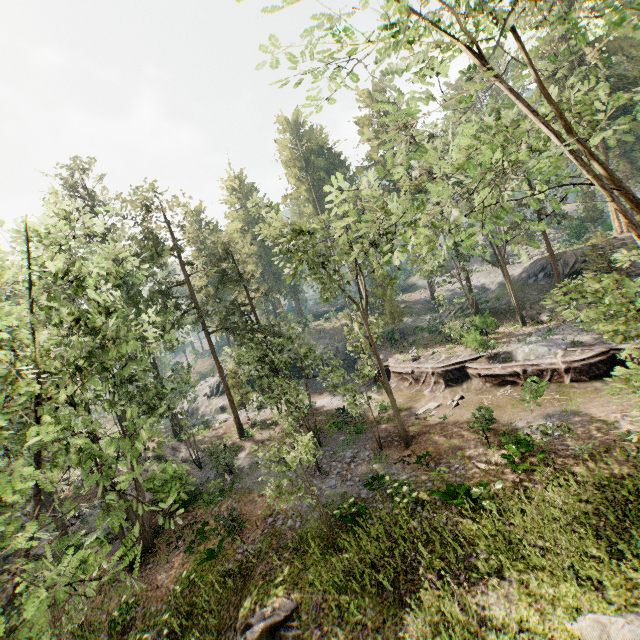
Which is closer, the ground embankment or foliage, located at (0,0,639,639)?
foliage, located at (0,0,639,639)

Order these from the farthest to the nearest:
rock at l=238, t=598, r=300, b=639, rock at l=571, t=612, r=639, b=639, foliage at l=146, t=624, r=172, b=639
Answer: foliage at l=146, t=624, r=172, b=639
rock at l=238, t=598, r=300, b=639
rock at l=571, t=612, r=639, b=639

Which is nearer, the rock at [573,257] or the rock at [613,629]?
the rock at [613,629]

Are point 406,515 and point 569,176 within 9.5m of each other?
no

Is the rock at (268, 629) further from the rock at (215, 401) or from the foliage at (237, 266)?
the rock at (215, 401)

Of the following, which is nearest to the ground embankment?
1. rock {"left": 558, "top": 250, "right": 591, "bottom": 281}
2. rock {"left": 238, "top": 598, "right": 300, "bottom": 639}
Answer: rock {"left": 238, "top": 598, "right": 300, "bottom": 639}

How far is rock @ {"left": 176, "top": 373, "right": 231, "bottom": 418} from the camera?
43.1 meters

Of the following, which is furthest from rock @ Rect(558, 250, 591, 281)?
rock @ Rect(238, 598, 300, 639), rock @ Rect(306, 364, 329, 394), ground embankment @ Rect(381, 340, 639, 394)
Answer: rock @ Rect(238, 598, 300, 639)
